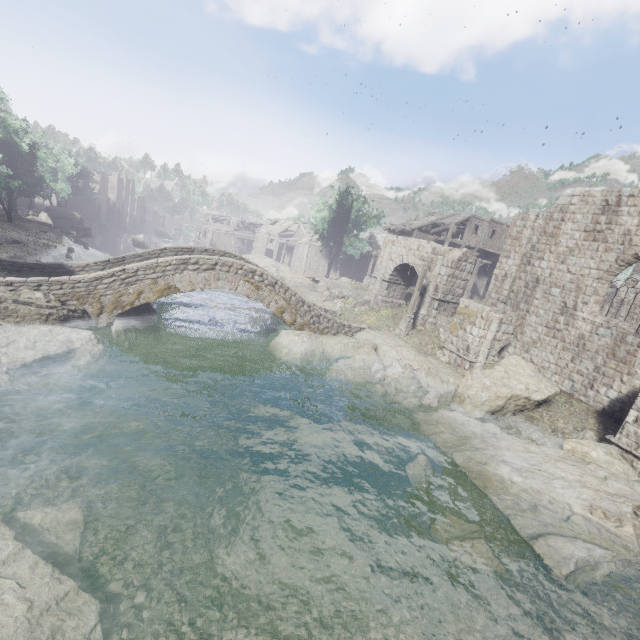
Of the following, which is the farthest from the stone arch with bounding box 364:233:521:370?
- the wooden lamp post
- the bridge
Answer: the bridge

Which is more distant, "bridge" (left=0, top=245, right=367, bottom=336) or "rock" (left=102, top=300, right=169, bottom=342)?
"rock" (left=102, top=300, right=169, bottom=342)

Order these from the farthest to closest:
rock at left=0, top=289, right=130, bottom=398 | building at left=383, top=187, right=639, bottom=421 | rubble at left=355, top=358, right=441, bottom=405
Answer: rubble at left=355, top=358, right=441, bottom=405, building at left=383, top=187, right=639, bottom=421, rock at left=0, top=289, right=130, bottom=398

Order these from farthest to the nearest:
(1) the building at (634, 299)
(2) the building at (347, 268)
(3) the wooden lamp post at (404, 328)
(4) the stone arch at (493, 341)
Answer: (2) the building at (347, 268)
(3) the wooden lamp post at (404, 328)
(4) the stone arch at (493, 341)
(1) the building at (634, 299)

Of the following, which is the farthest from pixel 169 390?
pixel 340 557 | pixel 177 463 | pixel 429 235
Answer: pixel 429 235

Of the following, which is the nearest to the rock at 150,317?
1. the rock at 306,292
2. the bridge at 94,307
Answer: the bridge at 94,307

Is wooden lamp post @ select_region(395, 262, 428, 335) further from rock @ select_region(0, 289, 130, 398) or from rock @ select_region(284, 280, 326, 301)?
rock @ select_region(0, 289, 130, 398)

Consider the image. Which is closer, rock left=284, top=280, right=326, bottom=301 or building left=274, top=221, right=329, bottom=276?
rock left=284, top=280, right=326, bottom=301
